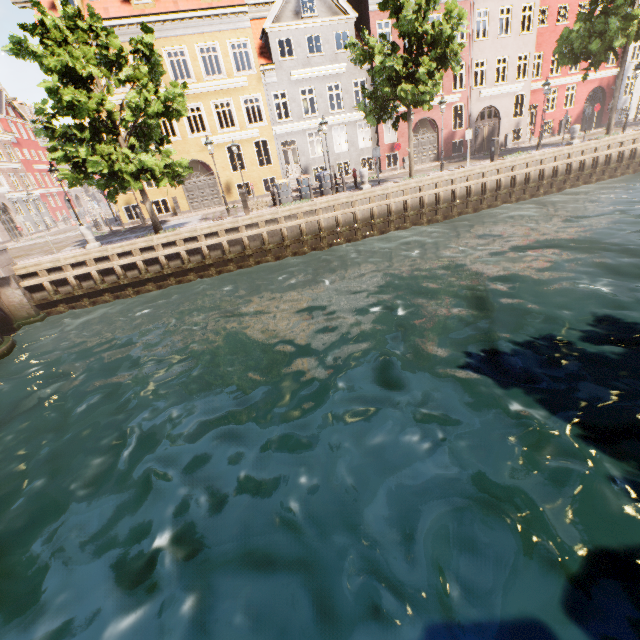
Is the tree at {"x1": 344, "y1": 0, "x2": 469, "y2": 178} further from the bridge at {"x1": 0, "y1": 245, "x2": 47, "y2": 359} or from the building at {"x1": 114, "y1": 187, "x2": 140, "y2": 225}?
the building at {"x1": 114, "y1": 187, "x2": 140, "y2": 225}

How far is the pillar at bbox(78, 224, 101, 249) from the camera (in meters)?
14.72

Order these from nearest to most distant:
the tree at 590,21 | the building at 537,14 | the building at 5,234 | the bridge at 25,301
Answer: the bridge at 25,301, the tree at 590,21, the building at 537,14, the building at 5,234

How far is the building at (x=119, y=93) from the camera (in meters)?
19.84

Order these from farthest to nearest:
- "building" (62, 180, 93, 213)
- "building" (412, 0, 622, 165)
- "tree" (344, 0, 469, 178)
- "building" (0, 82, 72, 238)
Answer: "building" (62, 180, 93, 213) → "building" (0, 82, 72, 238) → "building" (412, 0, 622, 165) → "tree" (344, 0, 469, 178)

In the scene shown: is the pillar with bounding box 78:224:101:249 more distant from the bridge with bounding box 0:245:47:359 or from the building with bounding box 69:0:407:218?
the building with bounding box 69:0:407:218

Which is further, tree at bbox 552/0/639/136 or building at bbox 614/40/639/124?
building at bbox 614/40/639/124

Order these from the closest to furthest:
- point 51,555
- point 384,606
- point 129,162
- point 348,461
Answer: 1. point 384,606
2. point 51,555
3. point 348,461
4. point 129,162
